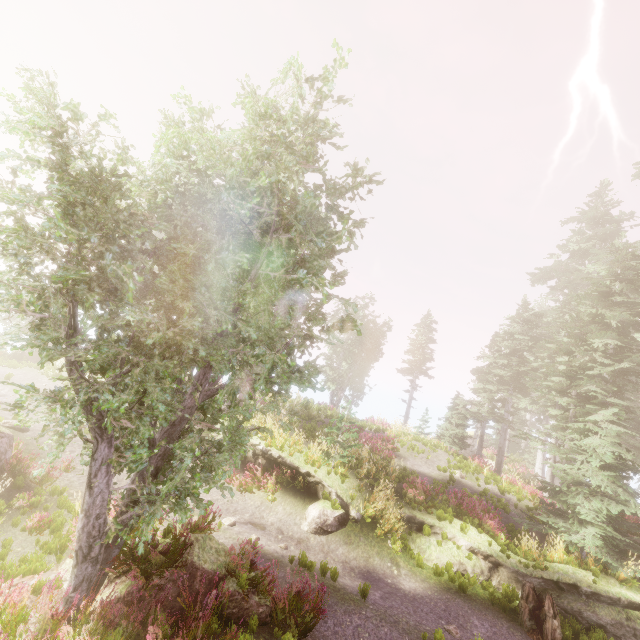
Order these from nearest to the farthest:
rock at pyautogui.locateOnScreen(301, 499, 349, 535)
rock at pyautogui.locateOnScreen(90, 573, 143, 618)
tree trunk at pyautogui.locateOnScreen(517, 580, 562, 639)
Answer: rock at pyautogui.locateOnScreen(90, 573, 143, 618) < tree trunk at pyautogui.locateOnScreen(517, 580, 562, 639) < rock at pyautogui.locateOnScreen(301, 499, 349, 535)

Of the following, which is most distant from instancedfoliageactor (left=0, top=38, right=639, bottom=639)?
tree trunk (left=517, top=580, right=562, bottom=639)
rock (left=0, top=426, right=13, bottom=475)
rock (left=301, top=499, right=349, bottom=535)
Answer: rock (left=301, top=499, right=349, bottom=535)

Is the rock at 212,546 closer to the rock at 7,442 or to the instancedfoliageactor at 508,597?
the instancedfoliageactor at 508,597

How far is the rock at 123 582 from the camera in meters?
6.1

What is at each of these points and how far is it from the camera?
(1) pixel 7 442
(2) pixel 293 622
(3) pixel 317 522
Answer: (1) rock, 9.5m
(2) instancedfoliageactor, 6.8m
(3) rock, 11.8m

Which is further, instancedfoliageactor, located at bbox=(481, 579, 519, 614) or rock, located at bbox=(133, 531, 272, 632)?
instancedfoliageactor, located at bbox=(481, 579, 519, 614)

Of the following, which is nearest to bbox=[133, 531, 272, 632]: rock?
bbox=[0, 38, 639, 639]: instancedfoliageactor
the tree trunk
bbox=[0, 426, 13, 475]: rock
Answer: bbox=[0, 38, 639, 639]: instancedfoliageactor
